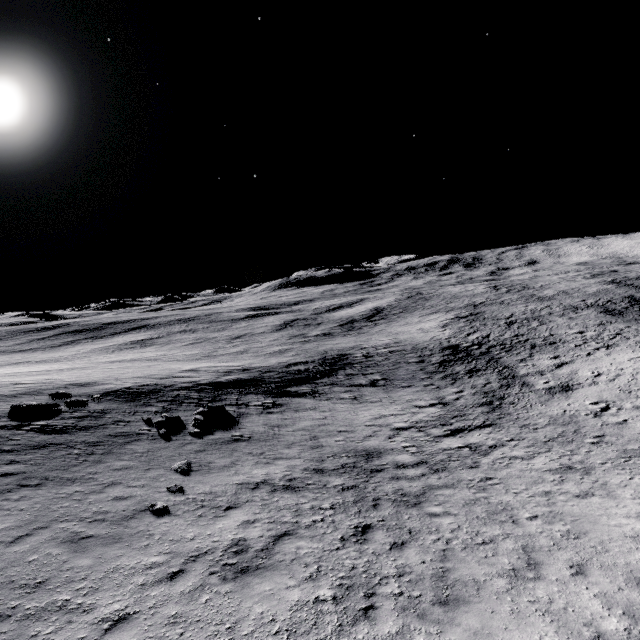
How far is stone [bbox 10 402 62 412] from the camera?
16.4 meters

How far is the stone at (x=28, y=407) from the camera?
16.4m

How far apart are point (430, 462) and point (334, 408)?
8.54m

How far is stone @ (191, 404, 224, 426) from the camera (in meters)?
16.96

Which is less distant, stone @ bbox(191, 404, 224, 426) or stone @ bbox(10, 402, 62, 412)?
stone @ bbox(10, 402, 62, 412)

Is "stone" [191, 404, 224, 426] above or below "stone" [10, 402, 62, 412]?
below

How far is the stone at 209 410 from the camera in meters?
17.0 m

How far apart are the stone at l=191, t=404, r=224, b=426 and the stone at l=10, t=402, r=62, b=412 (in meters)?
6.68
